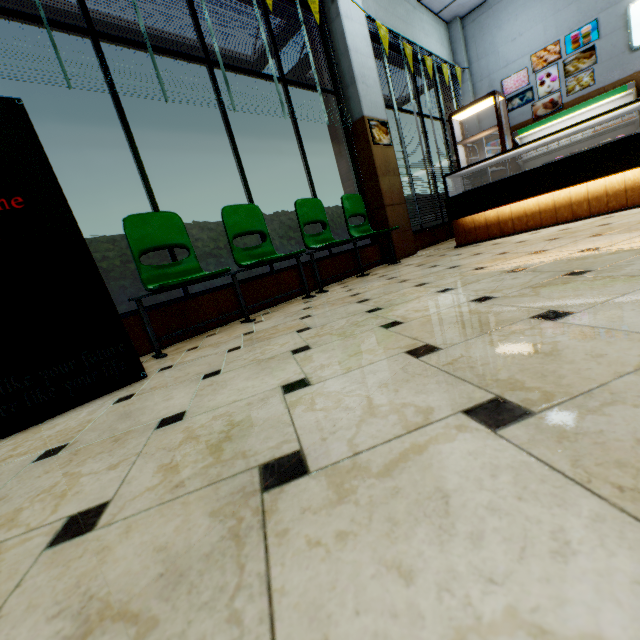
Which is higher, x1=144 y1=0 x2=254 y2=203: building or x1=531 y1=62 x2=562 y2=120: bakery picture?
x1=144 y1=0 x2=254 y2=203: building

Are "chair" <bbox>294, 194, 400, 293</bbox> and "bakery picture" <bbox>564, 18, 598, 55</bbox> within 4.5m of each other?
no

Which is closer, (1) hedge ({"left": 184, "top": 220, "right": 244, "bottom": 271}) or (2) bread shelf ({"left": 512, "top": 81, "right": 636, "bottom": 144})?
(1) hedge ({"left": 184, "top": 220, "right": 244, "bottom": 271})

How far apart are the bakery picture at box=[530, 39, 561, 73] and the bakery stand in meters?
4.7

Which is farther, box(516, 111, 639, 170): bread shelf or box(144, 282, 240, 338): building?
box(516, 111, 639, 170): bread shelf

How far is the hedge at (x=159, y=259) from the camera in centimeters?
301cm

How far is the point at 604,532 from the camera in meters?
0.4

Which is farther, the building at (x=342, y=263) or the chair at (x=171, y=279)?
the building at (x=342, y=263)
